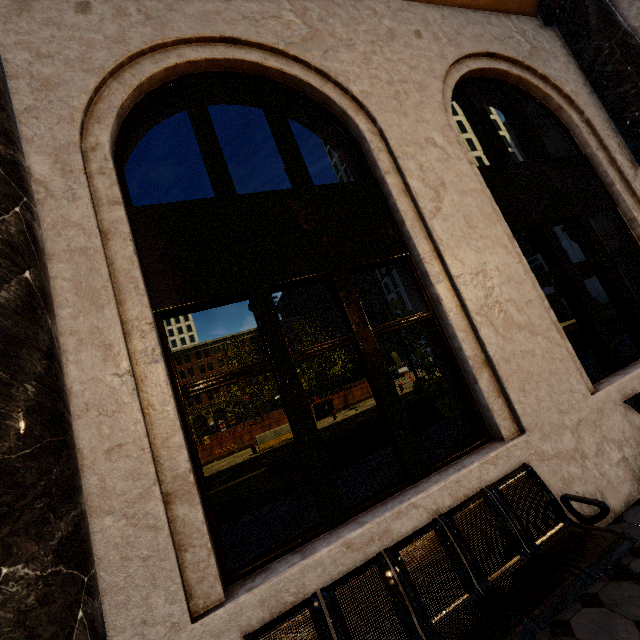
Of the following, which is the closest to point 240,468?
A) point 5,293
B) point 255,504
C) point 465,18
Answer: point 255,504

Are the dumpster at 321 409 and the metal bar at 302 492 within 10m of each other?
no

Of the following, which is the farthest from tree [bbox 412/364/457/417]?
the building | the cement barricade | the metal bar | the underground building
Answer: the cement barricade

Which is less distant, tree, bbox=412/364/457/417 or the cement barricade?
tree, bbox=412/364/457/417

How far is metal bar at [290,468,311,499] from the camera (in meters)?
6.98

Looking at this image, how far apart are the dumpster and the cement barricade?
4.4m

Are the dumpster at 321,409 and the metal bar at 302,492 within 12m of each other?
no

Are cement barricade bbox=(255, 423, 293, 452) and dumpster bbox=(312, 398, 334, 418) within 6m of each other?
yes
